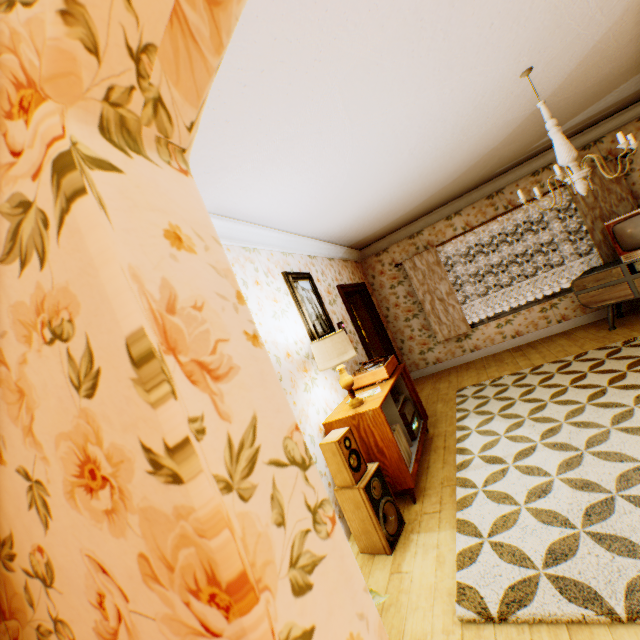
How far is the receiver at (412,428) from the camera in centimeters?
377cm

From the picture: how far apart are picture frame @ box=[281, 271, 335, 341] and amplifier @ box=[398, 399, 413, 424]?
1.2 meters

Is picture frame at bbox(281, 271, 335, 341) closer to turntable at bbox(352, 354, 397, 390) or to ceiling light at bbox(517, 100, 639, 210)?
turntable at bbox(352, 354, 397, 390)

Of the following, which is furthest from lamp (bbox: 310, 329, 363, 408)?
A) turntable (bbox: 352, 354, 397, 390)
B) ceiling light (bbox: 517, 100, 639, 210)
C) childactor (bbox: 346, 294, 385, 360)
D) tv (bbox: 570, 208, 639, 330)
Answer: tv (bbox: 570, 208, 639, 330)

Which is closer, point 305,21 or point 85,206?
point 85,206

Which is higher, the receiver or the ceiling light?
the ceiling light

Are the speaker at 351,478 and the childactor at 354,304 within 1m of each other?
no

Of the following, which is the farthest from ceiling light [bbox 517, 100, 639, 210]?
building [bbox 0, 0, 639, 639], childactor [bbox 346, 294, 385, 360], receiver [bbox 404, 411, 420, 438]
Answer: childactor [bbox 346, 294, 385, 360]
